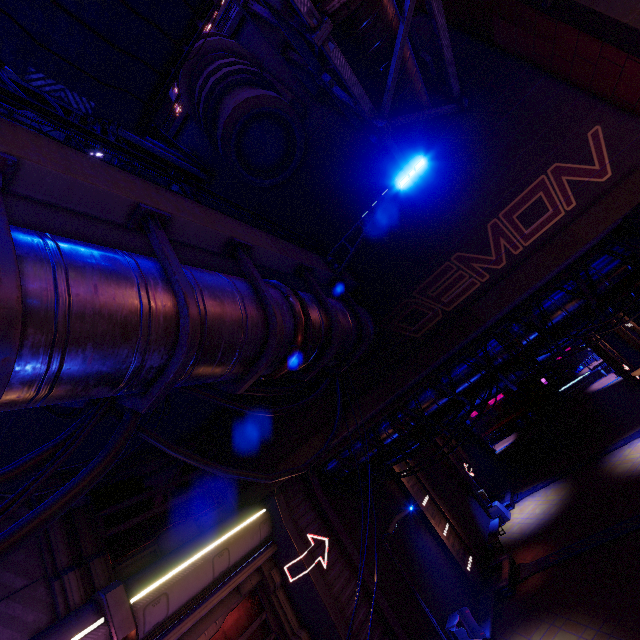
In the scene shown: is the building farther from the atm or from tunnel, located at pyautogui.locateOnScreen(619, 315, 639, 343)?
the atm

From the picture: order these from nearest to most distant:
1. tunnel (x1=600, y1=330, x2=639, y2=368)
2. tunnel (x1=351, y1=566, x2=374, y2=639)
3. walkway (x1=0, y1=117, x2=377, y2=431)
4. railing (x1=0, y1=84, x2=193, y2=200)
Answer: walkway (x1=0, y1=117, x2=377, y2=431) < railing (x1=0, y1=84, x2=193, y2=200) < tunnel (x1=351, y1=566, x2=374, y2=639) < tunnel (x1=600, y1=330, x2=639, y2=368)

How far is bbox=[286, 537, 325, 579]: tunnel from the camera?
10.1 meters

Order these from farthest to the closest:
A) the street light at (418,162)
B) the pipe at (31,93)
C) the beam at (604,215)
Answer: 1. the pipe at (31,93)
2. the street light at (418,162)
3. the beam at (604,215)

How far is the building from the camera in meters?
9.0 m

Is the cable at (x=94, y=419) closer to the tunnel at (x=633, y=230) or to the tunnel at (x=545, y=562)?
the tunnel at (x=633, y=230)

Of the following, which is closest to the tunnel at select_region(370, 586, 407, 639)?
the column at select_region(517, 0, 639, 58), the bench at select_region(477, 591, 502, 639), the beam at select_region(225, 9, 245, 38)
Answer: the column at select_region(517, 0, 639, 58)

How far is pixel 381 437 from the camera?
12.7m
